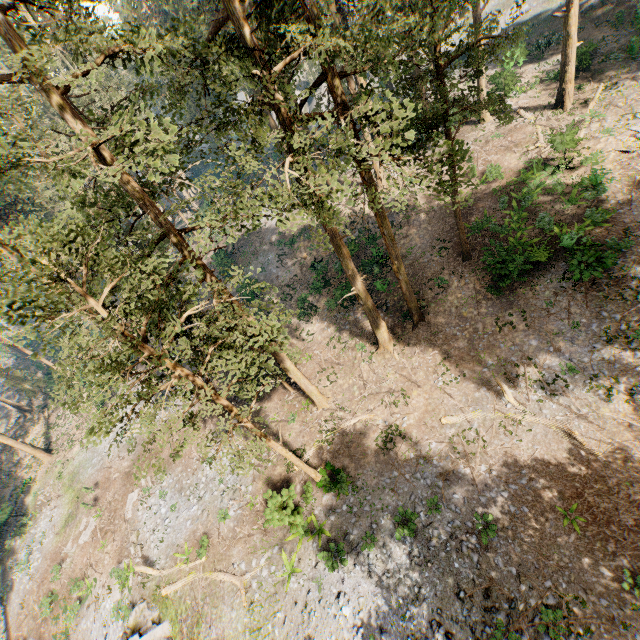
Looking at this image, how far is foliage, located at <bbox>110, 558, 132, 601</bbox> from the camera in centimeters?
2130cm

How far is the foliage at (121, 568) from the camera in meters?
21.3 m

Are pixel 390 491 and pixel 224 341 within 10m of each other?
no

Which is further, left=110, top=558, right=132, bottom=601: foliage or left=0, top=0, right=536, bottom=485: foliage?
left=110, top=558, right=132, bottom=601: foliage

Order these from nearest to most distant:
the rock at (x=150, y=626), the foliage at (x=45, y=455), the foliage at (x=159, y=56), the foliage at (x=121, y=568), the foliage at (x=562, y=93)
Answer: the foliage at (x=159, y=56) → the rock at (x=150, y=626) → the foliage at (x=121, y=568) → the foliage at (x=562, y=93) → the foliage at (x=45, y=455)

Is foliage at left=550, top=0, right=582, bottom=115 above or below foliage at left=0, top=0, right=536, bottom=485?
below
